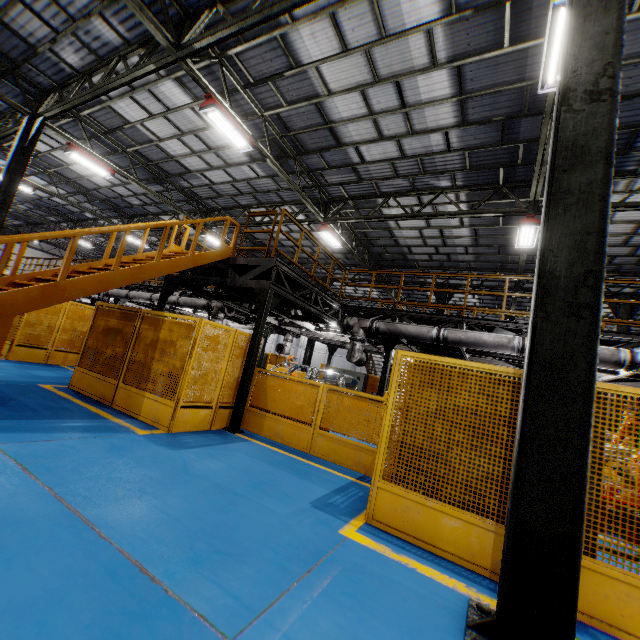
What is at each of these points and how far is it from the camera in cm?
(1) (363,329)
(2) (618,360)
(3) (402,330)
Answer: (1) vent pipe, 1015
(2) vent pipe, 712
(3) vent pipe, 952

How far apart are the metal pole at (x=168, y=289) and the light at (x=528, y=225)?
10.7 meters

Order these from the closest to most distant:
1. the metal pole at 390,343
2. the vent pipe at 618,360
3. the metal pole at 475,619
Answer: the metal pole at 475,619 < the vent pipe at 618,360 < the metal pole at 390,343

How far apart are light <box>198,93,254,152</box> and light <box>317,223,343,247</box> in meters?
4.9

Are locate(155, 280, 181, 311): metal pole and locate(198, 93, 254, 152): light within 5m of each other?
yes

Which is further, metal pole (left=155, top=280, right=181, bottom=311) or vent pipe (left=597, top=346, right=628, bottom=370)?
metal pole (left=155, top=280, right=181, bottom=311)

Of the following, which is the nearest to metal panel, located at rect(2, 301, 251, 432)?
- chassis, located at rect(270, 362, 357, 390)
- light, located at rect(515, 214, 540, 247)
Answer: chassis, located at rect(270, 362, 357, 390)

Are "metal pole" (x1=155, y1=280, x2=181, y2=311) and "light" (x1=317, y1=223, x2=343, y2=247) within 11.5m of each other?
yes
